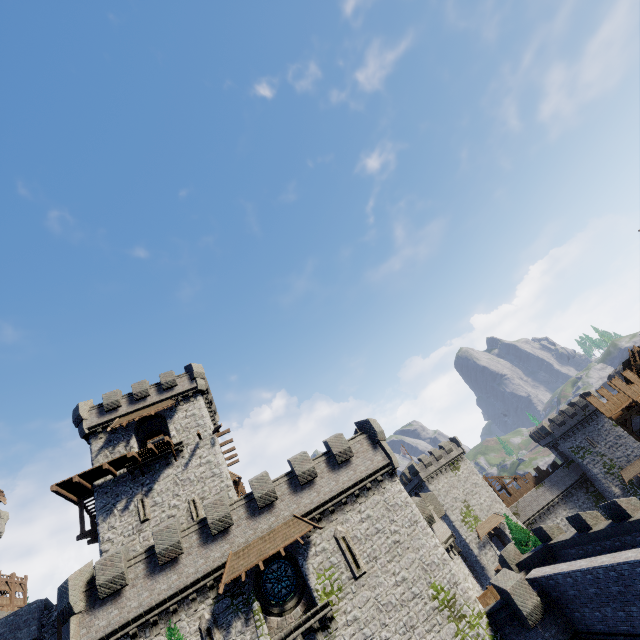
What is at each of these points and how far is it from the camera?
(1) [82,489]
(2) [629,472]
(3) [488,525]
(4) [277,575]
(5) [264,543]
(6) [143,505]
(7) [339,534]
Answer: (1) walkway, 26.1m
(2) awning, 51.5m
(3) awning, 49.7m
(4) window glass, 19.5m
(5) awning, 19.2m
(6) window slit, 25.3m
(7) window slit, 20.3m

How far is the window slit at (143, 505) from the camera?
24.6 meters

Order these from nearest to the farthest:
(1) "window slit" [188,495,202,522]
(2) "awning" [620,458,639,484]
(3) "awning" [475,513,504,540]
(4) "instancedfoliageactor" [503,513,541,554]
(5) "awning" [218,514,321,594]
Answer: (5) "awning" [218,514,321,594] < (1) "window slit" [188,495,202,522] < (4) "instancedfoliageactor" [503,513,541,554] < (3) "awning" [475,513,504,540] < (2) "awning" [620,458,639,484]

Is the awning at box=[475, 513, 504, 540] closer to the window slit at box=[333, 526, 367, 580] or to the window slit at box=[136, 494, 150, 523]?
the window slit at box=[333, 526, 367, 580]

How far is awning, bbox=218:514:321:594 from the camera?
17.92m

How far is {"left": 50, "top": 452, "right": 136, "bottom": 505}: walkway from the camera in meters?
24.4 m

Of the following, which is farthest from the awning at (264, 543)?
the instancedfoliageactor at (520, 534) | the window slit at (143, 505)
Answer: the instancedfoliageactor at (520, 534)

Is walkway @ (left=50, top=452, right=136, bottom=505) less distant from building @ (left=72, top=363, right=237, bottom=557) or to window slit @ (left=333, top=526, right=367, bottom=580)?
building @ (left=72, top=363, right=237, bottom=557)
